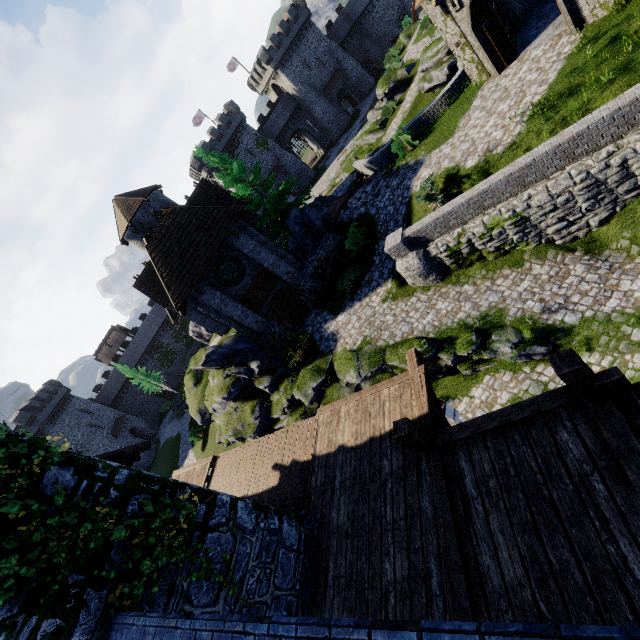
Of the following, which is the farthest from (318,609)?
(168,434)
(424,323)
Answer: (168,434)

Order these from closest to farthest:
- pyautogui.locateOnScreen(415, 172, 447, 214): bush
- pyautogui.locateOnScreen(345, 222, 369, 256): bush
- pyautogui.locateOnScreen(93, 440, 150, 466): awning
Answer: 1. pyautogui.locateOnScreen(93, 440, 150, 466): awning
2. pyautogui.locateOnScreen(415, 172, 447, 214): bush
3. pyautogui.locateOnScreen(345, 222, 369, 256): bush

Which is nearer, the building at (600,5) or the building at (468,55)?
the building at (600,5)

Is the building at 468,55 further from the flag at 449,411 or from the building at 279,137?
the building at 279,137

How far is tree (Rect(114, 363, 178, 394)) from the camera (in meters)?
49.12

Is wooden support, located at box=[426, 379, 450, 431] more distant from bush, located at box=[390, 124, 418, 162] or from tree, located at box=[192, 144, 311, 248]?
tree, located at box=[192, 144, 311, 248]

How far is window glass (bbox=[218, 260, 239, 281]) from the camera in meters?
19.8

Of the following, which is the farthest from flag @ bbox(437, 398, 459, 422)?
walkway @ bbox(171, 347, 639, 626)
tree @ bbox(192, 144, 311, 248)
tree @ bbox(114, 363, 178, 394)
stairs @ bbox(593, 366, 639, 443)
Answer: tree @ bbox(114, 363, 178, 394)
